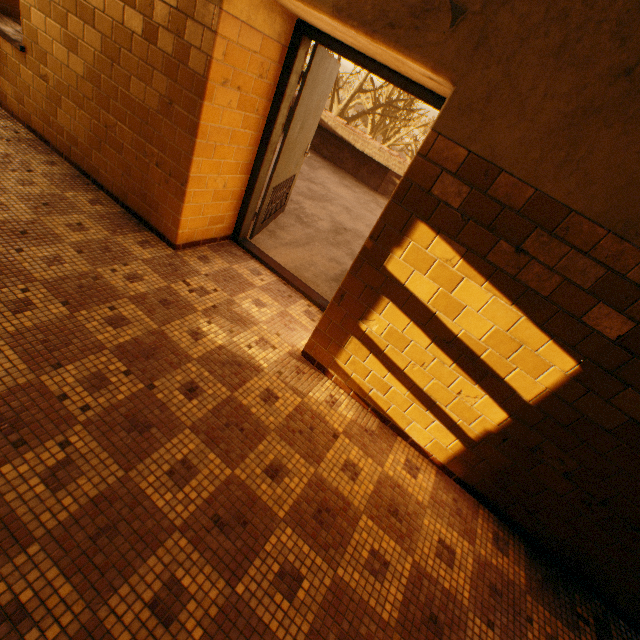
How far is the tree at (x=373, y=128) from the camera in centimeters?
1919cm

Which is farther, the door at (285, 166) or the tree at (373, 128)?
the tree at (373, 128)

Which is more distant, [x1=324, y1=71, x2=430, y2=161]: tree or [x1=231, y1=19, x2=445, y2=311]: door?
[x1=324, y1=71, x2=430, y2=161]: tree

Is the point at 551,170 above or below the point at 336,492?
above

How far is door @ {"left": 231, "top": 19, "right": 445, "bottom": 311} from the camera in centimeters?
263cm

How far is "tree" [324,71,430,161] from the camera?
19.2m
